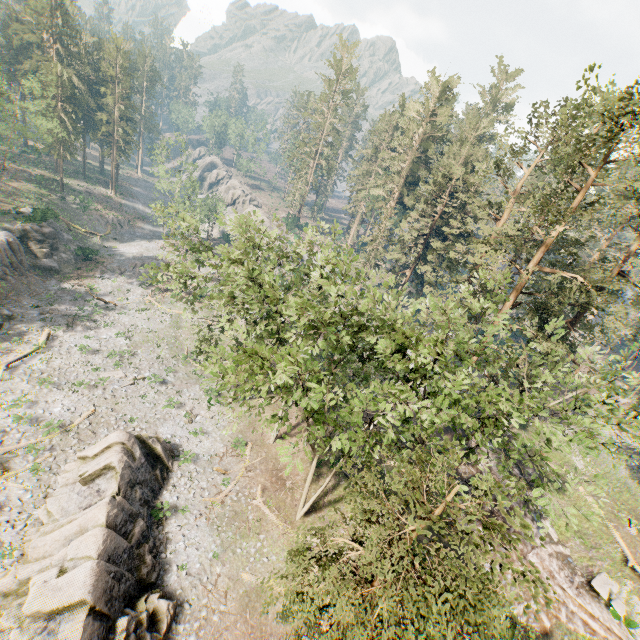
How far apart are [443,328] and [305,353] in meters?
9.9

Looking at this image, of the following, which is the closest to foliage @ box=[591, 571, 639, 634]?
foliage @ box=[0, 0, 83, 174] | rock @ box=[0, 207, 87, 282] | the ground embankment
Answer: the ground embankment

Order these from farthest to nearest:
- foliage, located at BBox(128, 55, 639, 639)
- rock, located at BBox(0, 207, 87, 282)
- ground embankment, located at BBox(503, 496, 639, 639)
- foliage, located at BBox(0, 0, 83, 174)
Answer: rock, located at BBox(0, 207, 87, 282), foliage, located at BBox(0, 0, 83, 174), ground embankment, located at BBox(503, 496, 639, 639), foliage, located at BBox(128, 55, 639, 639)

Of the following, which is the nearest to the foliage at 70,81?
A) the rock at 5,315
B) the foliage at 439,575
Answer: the foliage at 439,575

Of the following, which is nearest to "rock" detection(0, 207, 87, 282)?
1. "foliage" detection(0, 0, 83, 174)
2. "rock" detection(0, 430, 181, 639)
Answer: "rock" detection(0, 430, 181, 639)

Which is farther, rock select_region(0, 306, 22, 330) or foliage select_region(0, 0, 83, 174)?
foliage select_region(0, 0, 83, 174)

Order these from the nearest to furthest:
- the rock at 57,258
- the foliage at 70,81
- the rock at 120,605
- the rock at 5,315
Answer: the rock at 120,605, the rock at 5,315, the foliage at 70,81, the rock at 57,258

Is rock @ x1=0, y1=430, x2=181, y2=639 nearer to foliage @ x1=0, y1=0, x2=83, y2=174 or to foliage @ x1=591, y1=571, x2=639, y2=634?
foliage @ x1=0, y1=0, x2=83, y2=174
